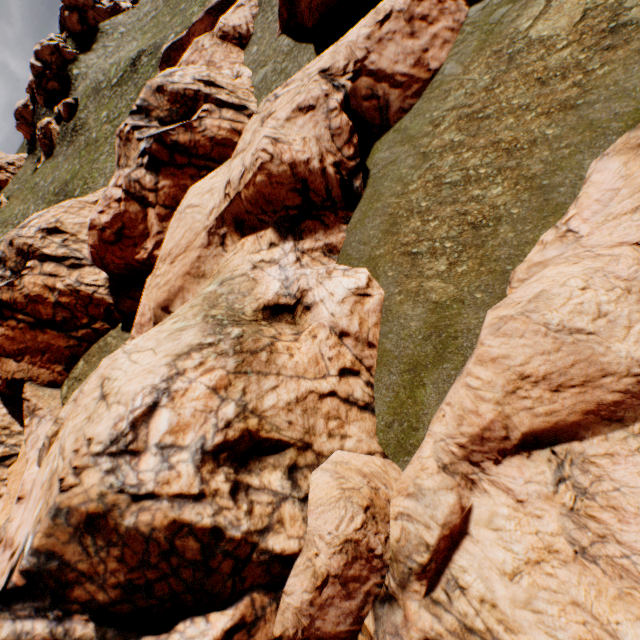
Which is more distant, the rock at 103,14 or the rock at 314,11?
Answer: the rock at 103,14

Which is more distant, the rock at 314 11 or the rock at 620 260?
the rock at 314 11

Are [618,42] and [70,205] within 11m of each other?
no

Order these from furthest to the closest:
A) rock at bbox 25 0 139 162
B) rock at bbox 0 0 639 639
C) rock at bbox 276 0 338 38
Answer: rock at bbox 25 0 139 162 → rock at bbox 276 0 338 38 → rock at bbox 0 0 639 639

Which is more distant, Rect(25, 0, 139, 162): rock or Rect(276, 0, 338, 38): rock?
Rect(25, 0, 139, 162): rock

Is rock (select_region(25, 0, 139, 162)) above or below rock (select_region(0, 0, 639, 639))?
above
